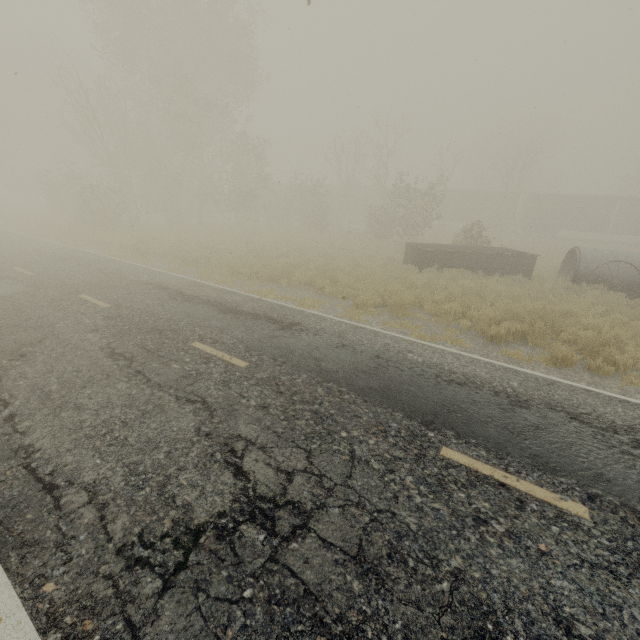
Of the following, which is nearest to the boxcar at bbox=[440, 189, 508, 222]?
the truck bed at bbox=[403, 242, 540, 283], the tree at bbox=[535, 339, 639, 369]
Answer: the tree at bbox=[535, 339, 639, 369]

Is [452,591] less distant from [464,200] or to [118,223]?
[118,223]

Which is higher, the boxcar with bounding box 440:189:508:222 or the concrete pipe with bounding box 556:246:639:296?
the boxcar with bounding box 440:189:508:222

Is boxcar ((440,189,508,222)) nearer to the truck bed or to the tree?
the tree

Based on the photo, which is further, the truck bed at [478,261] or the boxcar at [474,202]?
the boxcar at [474,202]

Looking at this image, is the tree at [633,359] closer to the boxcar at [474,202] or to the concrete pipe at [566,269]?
the concrete pipe at [566,269]

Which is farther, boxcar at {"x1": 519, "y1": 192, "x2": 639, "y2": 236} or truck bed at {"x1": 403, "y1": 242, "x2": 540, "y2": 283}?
boxcar at {"x1": 519, "y1": 192, "x2": 639, "y2": 236}

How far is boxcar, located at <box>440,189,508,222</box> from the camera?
39.1 meters
